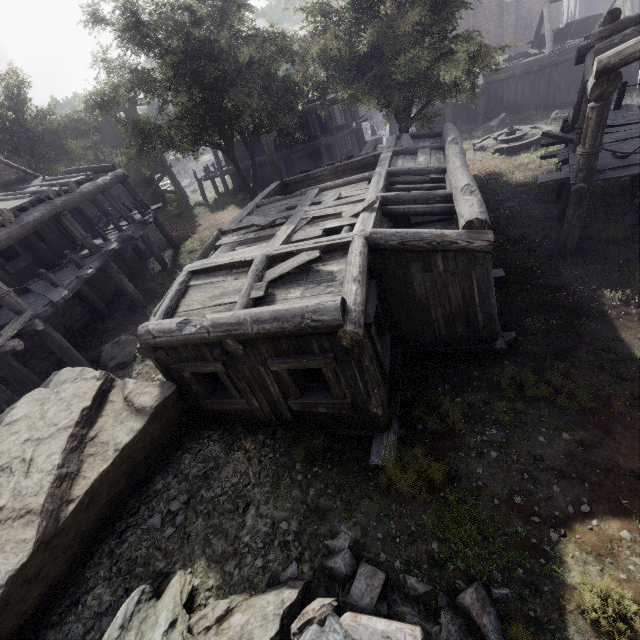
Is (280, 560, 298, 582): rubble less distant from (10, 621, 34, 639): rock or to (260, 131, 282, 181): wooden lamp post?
(10, 621, 34, 639): rock

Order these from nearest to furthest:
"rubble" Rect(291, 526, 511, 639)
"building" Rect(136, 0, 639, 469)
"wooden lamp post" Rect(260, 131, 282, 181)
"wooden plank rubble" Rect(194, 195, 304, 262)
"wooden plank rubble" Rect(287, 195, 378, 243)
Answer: "rubble" Rect(291, 526, 511, 639)
"building" Rect(136, 0, 639, 469)
"wooden plank rubble" Rect(287, 195, 378, 243)
"wooden plank rubble" Rect(194, 195, 304, 262)
"wooden lamp post" Rect(260, 131, 282, 181)

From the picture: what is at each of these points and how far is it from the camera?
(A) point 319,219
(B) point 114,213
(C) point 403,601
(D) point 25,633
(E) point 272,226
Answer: (A) wooden plank rubble, 8.4m
(B) building, 29.2m
(C) rubble, 4.4m
(D) rock, 5.0m
(E) wooden plank rubble, 8.9m

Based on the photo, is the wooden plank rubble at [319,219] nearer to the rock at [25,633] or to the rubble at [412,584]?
the rubble at [412,584]

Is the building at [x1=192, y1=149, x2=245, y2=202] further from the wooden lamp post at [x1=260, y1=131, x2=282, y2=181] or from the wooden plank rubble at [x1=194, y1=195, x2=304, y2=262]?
the wooden lamp post at [x1=260, y1=131, x2=282, y2=181]

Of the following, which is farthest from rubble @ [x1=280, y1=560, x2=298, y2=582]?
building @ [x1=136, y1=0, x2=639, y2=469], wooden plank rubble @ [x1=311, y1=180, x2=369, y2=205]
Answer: wooden plank rubble @ [x1=311, y1=180, x2=369, y2=205]

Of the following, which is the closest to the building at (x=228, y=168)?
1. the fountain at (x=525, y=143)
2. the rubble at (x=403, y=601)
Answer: the rubble at (x=403, y=601)

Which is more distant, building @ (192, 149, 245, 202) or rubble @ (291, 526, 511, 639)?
building @ (192, 149, 245, 202)
